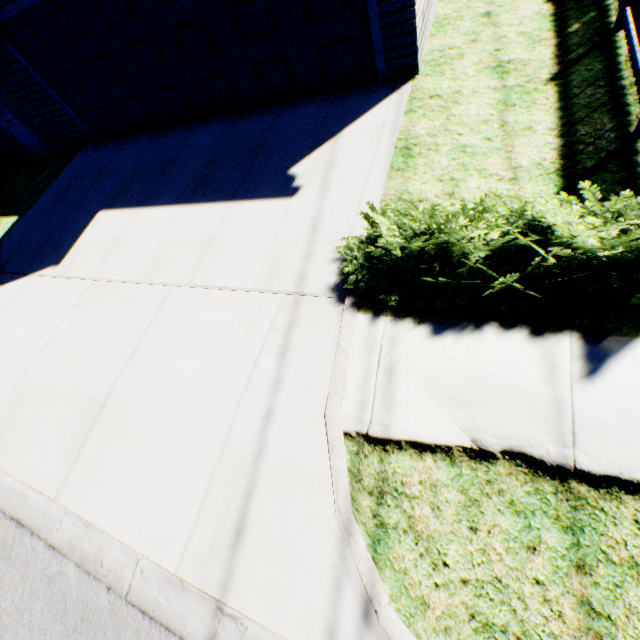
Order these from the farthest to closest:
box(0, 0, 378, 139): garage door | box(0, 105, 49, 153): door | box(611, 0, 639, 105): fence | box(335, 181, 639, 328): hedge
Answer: box(0, 105, 49, 153): door
box(0, 0, 378, 139): garage door
box(611, 0, 639, 105): fence
box(335, 181, 639, 328): hedge

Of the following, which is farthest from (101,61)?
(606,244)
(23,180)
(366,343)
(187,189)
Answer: (606,244)

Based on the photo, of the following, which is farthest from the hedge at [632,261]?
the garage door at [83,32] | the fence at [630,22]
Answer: the garage door at [83,32]

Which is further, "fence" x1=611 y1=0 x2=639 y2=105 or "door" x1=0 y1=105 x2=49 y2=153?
"door" x1=0 y1=105 x2=49 y2=153

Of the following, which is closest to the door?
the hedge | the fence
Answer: the hedge

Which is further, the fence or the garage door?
the garage door

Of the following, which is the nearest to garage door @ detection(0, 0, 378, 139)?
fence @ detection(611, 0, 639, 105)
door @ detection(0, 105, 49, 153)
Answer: door @ detection(0, 105, 49, 153)

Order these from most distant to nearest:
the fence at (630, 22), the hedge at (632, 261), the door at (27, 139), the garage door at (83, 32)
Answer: the door at (27, 139)
the garage door at (83, 32)
the fence at (630, 22)
the hedge at (632, 261)
